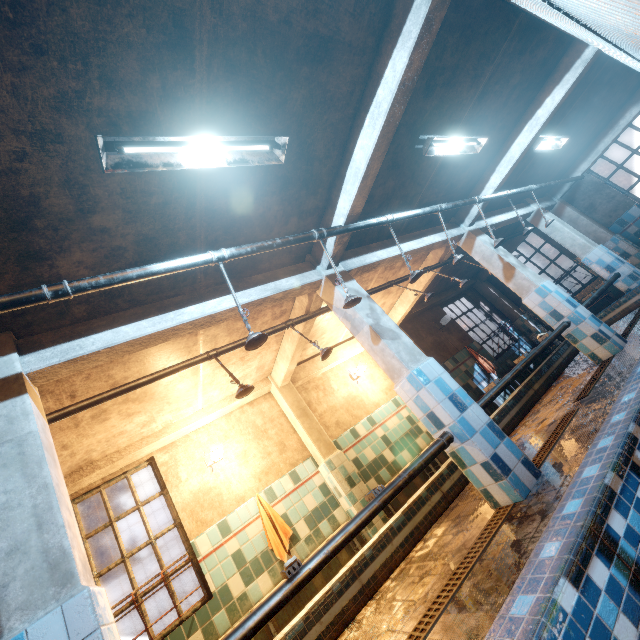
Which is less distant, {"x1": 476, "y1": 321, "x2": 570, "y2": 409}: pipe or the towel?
{"x1": 476, "y1": 321, "x2": 570, "y2": 409}: pipe

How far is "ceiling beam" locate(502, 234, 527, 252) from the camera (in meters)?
8.60

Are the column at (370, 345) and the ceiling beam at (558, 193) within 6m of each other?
no

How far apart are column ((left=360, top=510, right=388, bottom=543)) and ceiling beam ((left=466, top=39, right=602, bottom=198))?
4.0 meters

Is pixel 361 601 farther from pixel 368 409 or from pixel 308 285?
pixel 368 409

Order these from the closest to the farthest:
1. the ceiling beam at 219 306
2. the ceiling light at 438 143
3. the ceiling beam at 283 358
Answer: the ceiling beam at 219 306 < the ceiling light at 438 143 < the ceiling beam at 283 358

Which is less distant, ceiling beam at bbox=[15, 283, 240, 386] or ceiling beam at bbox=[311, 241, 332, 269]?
ceiling beam at bbox=[15, 283, 240, 386]

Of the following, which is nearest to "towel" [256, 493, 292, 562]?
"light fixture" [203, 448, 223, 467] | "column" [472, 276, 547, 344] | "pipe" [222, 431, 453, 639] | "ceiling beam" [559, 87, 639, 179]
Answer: "light fixture" [203, 448, 223, 467]
